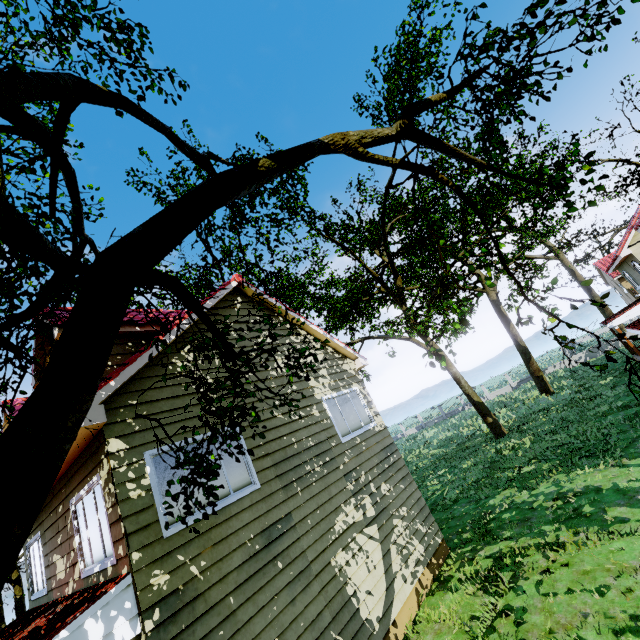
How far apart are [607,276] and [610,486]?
49.5 meters
